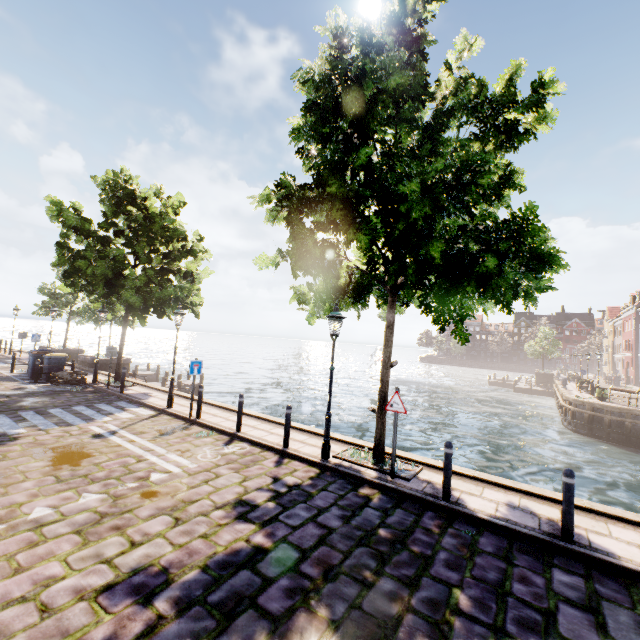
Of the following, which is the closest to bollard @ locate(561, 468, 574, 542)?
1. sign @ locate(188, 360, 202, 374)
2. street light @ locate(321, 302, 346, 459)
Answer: street light @ locate(321, 302, 346, 459)

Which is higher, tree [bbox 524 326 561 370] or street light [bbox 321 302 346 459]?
tree [bbox 524 326 561 370]

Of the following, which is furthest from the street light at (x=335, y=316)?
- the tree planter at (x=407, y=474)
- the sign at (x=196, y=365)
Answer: the sign at (x=196, y=365)

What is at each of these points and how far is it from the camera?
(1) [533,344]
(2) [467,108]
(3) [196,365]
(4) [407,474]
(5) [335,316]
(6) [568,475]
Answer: (1) tree, 50.8 meters
(2) tree, 7.6 meters
(3) sign, 10.8 meters
(4) tree planter, 7.3 meters
(5) street light, 8.0 meters
(6) bollard, 5.2 meters

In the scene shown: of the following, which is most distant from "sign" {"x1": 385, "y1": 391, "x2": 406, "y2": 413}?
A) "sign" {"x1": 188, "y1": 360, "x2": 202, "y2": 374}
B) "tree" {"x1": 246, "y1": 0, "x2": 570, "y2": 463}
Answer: "sign" {"x1": 188, "y1": 360, "x2": 202, "y2": 374}

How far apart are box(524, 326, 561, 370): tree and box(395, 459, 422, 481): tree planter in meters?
52.3

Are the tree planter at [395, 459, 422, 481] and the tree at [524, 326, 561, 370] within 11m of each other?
no

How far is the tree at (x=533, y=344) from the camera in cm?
4844
